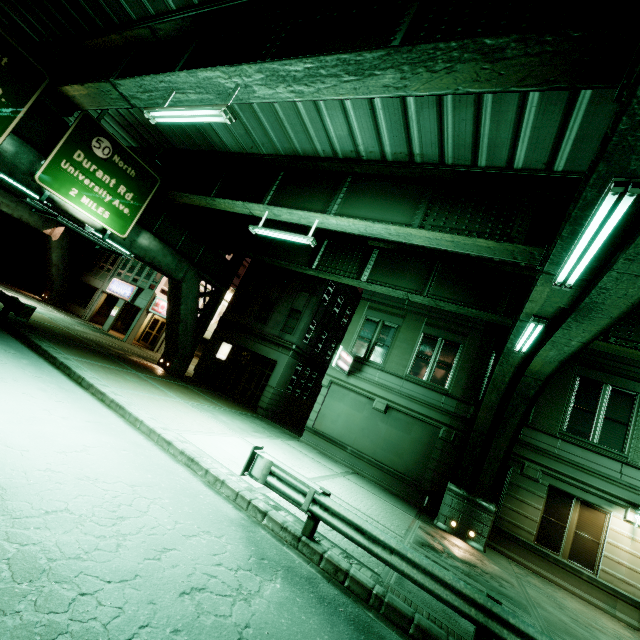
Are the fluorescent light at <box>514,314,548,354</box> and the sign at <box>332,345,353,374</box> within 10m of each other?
yes

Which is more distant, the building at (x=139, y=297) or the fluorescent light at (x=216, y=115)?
the building at (x=139, y=297)

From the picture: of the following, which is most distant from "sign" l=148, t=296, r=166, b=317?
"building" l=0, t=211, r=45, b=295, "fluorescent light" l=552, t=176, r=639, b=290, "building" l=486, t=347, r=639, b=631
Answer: "fluorescent light" l=552, t=176, r=639, b=290

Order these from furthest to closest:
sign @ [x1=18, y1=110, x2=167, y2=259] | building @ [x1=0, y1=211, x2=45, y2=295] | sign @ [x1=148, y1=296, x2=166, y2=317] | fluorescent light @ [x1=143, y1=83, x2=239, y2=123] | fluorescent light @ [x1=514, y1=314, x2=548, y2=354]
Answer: building @ [x1=0, y1=211, x2=45, y2=295]
sign @ [x1=148, y1=296, x2=166, y2=317]
sign @ [x1=18, y1=110, x2=167, y2=259]
fluorescent light @ [x1=143, y1=83, x2=239, y2=123]
fluorescent light @ [x1=514, y1=314, x2=548, y2=354]

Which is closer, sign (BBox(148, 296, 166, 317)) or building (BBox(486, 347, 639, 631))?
building (BBox(486, 347, 639, 631))

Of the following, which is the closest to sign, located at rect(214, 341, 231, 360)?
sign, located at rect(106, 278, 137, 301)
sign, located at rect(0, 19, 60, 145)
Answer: sign, located at rect(106, 278, 137, 301)

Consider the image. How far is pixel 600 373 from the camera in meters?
14.2

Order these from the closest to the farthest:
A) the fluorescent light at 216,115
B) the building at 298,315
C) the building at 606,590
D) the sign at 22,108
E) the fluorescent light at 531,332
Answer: the fluorescent light at 531,332 < the fluorescent light at 216,115 < the sign at 22,108 < the building at 606,590 < the building at 298,315
